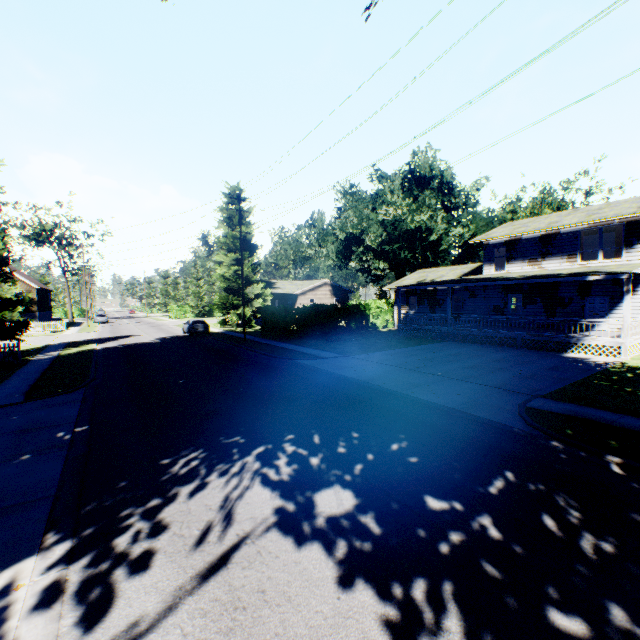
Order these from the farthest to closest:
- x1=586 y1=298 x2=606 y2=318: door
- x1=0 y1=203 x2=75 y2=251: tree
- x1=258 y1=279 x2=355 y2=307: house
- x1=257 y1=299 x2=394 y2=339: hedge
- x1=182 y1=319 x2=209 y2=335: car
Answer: x1=0 y1=203 x2=75 y2=251: tree
x1=258 y1=279 x2=355 y2=307: house
x1=182 y1=319 x2=209 y2=335: car
x1=257 y1=299 x2=394 y2=339: hedge
x1=586 y1=298 x2=606 y2=318: door

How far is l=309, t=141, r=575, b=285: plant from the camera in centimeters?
3869cm

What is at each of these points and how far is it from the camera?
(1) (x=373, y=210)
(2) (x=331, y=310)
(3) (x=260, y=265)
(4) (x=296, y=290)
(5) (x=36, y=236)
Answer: (1) plant, 46.25m
(2) hedge, 30.72m
(3) plant, 43.00m
(4) house, 50.66m
(5) tree, 58.59m

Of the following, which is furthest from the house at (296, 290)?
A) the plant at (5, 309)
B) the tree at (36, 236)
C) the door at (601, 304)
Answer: the tree at (36, 236)

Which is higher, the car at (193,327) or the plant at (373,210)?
the plant at (373,210)

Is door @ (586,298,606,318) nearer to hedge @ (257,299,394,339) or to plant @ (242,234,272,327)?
hedge @ (257,299,394,339)

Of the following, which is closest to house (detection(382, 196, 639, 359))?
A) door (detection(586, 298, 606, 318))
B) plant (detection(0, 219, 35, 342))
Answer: door (detection(586, 298, 606, 318))

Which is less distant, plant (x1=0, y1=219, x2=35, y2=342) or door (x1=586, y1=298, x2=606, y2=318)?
plant (x1=0, y1=219, x2=35, y2=342)
